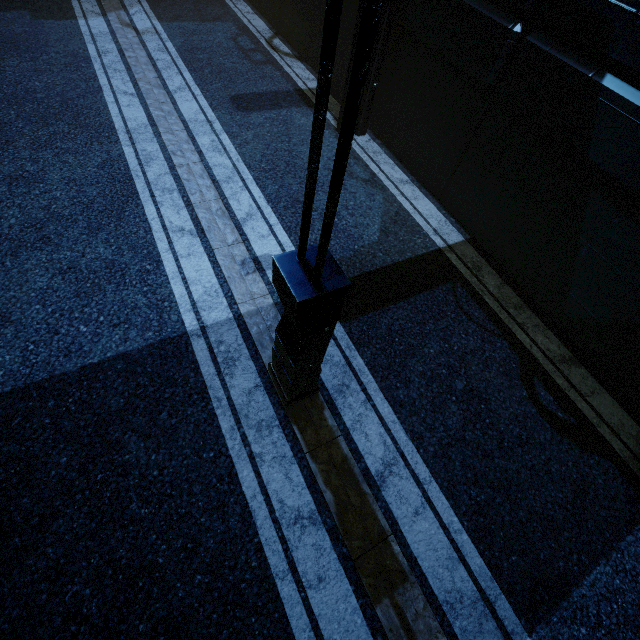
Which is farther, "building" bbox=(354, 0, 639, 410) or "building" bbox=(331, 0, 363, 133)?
"building" bbox=(331, 0, 363, 133)

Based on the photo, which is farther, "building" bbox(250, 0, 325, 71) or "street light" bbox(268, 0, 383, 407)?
"building" bbox(250, 0, 325, 71)

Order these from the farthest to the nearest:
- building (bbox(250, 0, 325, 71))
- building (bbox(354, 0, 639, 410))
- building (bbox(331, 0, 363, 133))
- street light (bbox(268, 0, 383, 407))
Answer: building (bbox(250, 0, 325, 71))
building (bbox(331, 0, 363, 133))
building (bbox(354, 0, 639, 410))
street light (bbox(268, 0, 383, 407))

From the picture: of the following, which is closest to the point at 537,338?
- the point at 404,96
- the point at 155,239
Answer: the point at 404,96

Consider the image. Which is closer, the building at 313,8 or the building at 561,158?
the building at 561,158

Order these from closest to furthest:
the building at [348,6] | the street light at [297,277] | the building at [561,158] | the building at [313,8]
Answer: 1. the street light at [297,277]
2. the building at [561,158]
3. the building at [348,6]
4. the building at [313,8]
